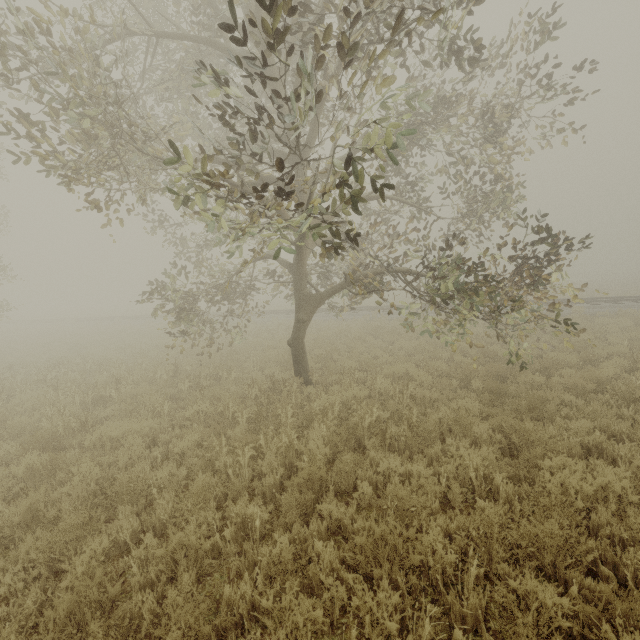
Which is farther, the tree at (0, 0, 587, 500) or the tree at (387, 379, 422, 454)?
the tree at (387, 379, 422, 454)

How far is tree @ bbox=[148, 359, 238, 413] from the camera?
8.54m

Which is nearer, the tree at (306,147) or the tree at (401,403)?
the tree at (306,147)

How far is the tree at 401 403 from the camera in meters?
5.8 m

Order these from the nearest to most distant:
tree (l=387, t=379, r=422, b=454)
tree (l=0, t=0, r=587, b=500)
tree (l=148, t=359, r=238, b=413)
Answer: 1. tree (l=0, t=0, r=587, b=500)
2. tree (l=387, t=379, r=422, b=454)
3. tree (l=148, t=359, r=238, b=413)

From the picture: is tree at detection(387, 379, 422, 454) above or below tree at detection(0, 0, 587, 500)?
below

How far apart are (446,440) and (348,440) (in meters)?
1.79
